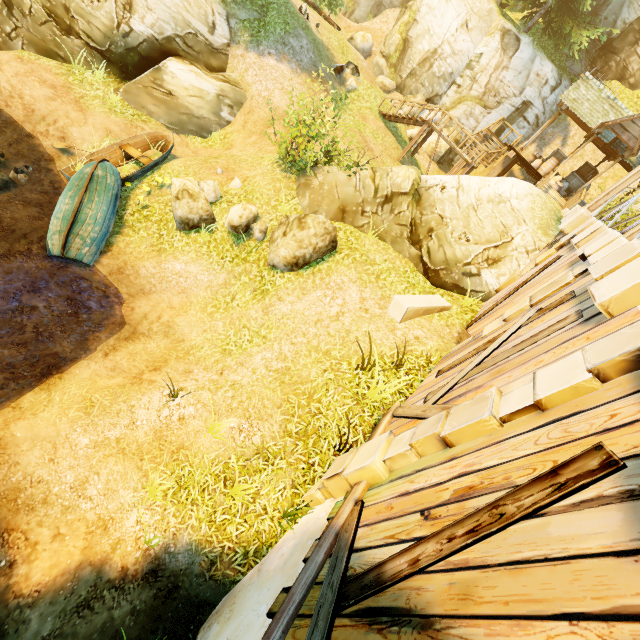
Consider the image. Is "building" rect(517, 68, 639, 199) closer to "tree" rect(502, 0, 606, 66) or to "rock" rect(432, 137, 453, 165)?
"tree" rect(502, 0, 606, 66)

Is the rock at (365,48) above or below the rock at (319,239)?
above

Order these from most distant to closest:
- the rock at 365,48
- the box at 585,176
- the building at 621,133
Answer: the rock at 365,48 → the box at 585,176 → the building at 621,133

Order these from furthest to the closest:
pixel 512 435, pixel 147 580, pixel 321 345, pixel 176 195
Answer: pixel 176 195
pixel 321 345
pixel 147 580
pixel 512 435

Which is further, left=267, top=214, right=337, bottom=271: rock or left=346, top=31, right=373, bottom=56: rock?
left=346, top=31, right=373, bottom=56: rock

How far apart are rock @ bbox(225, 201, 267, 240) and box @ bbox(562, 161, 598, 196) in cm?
1853

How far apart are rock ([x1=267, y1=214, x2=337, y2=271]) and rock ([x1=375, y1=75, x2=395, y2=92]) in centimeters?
1834cm

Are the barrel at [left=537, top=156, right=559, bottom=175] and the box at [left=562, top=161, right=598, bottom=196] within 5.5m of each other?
yes
